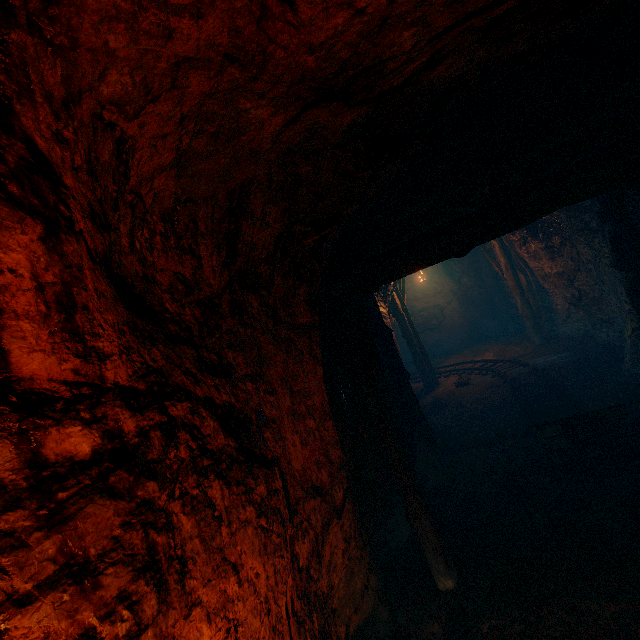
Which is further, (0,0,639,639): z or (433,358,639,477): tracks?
(433,358,639,477): tracks

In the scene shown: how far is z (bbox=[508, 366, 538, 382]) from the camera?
8.6m

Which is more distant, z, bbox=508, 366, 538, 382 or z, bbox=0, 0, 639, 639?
z, bbox=508, 366, 538, 382

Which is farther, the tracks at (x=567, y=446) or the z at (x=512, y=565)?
the tracks at (x=567, y=446)

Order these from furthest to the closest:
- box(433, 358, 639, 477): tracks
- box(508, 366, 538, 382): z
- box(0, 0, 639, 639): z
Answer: box(508, 366, 538, 382): z < box(433, 358, 639, 477): tracks < box(0, 0, 639, 639): z

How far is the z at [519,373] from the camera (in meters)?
8.59

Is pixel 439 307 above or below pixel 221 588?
below
